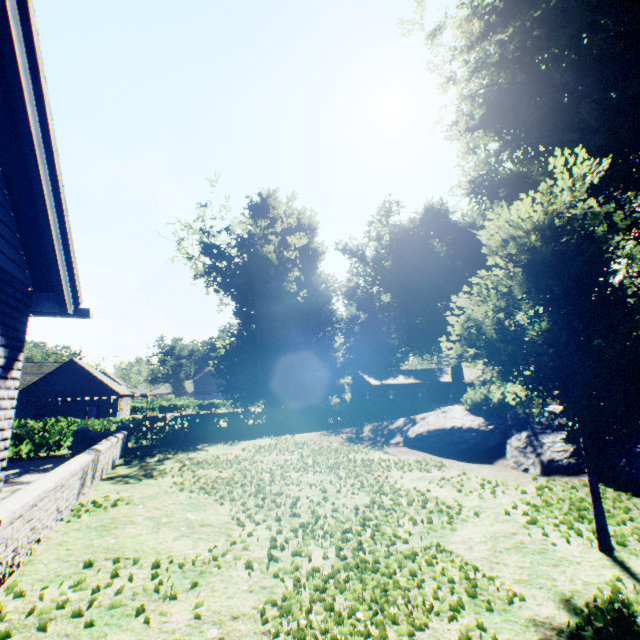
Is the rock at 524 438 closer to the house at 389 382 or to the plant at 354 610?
the plant at 354 610

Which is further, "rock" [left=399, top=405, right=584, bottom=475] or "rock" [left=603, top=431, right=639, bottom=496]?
"rock" [left=399, top=405, right=584, bottom=475]

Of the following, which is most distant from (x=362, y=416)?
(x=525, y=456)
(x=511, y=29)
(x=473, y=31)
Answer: (x=511, y=29)

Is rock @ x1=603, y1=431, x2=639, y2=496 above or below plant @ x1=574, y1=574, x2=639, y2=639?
above

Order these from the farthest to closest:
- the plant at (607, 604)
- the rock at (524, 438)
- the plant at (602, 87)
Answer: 1. the rock at (524, 438)
2. the plant at (602, 87)
3. the plant at (607, 604)

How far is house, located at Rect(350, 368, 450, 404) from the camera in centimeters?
4600cm

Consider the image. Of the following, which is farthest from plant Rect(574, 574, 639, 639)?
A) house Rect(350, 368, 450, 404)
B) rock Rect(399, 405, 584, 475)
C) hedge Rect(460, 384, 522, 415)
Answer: hedge Rect(460, 384, 522, 415)

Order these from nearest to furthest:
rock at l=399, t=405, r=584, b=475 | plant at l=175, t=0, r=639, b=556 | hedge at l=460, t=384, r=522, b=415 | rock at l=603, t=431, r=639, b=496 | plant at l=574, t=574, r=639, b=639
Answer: plant at l=574, t=574, r=639, b=639 < plant at l=175, t=0, r=639, b=556 < rock at l=603, t=431, r=639, b=496 < rock at l=399, t=405, r=584, b=475 < hedge at l=460, t=384, r=522, b=415
